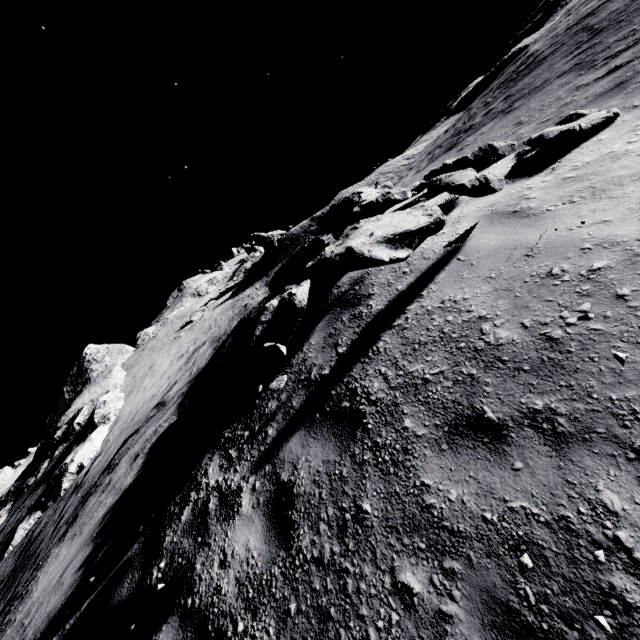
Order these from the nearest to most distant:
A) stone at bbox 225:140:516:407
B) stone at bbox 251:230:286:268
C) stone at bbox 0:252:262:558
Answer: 1. stone at bbox 225:140:516:407
2. stone at bbox 0:252:262:558
3. stone at bbox 251:230:286:268

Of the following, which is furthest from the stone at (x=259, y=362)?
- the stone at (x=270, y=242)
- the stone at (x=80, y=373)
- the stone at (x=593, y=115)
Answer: the stone at (x=270, y=242)

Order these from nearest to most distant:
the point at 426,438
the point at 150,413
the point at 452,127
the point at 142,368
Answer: the point at 426,438
the point at 150,413
the point at 452,127
the point at 142,368

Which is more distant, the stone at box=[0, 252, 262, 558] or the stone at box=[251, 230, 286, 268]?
the stone at box=[251, 230, 286, 268]

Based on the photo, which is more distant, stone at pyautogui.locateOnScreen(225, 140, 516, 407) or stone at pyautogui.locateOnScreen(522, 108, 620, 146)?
stone at pyautogui.locateOnScreen(522, 108, 620, 146)

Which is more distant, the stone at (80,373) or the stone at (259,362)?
the stone at (80,373)

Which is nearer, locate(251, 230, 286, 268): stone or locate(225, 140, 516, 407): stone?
locate(225, 140, 516, 407): stone

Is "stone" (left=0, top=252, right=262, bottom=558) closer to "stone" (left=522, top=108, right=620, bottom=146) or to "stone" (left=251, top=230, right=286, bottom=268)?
"stone" (left=251, top=230, right=286, bottom=268)
